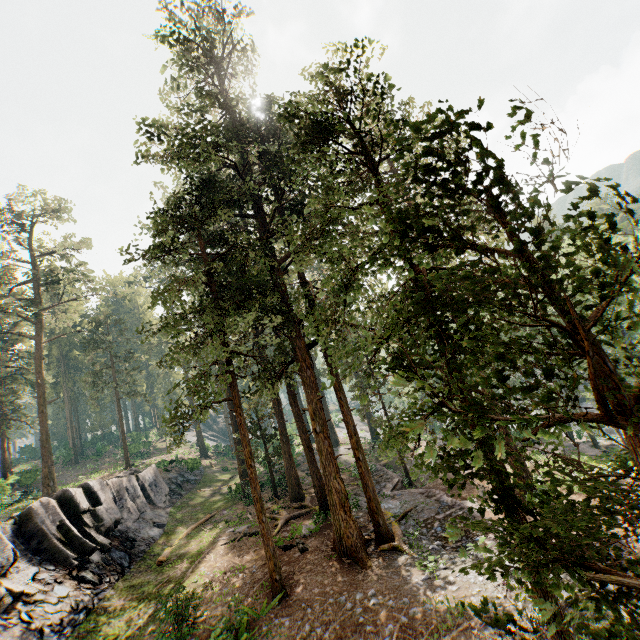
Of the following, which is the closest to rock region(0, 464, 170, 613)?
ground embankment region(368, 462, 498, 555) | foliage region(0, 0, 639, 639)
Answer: foliage region(0, 0, 639, 639)

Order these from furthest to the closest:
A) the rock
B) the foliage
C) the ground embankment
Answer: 1. the rock
2. the ground embankment
3. the foliage

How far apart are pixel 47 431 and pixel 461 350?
39.2 meters

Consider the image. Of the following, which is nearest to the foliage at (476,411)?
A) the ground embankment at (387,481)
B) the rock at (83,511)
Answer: the ground embankment at (387,481)

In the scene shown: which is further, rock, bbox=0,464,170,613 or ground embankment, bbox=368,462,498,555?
rock, bbox=0,464,170,613

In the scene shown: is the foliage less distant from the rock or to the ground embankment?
the ground embankment

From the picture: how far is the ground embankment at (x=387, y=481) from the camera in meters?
13.8
